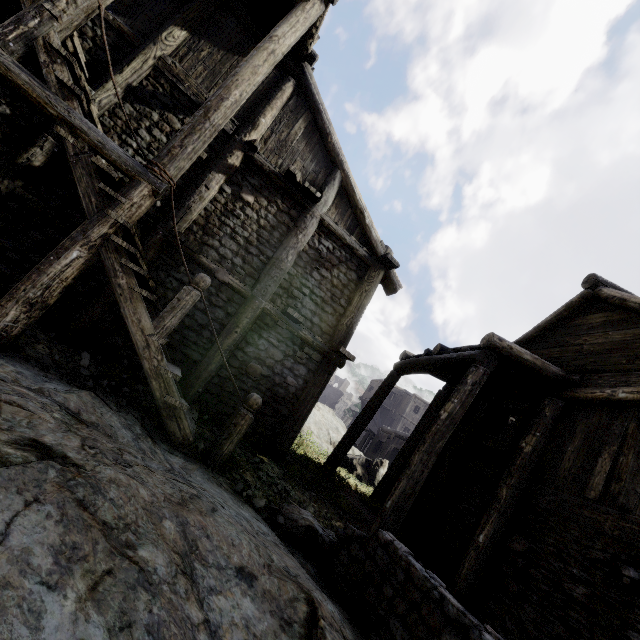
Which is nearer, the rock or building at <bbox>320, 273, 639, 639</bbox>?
the rock

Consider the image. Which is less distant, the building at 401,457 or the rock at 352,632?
the rock at 352,632

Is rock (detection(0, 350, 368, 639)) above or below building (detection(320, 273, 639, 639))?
below

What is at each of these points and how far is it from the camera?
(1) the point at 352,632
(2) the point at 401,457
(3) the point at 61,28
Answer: (1) rock, 3.2 meters
(2) building, 11.2 meters
(3) building, 4.6 meters
